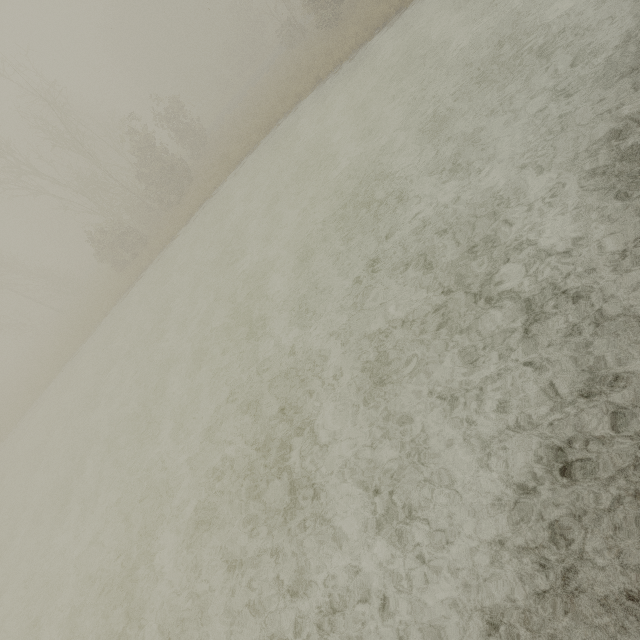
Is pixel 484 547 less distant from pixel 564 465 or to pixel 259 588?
pixel 564 465
